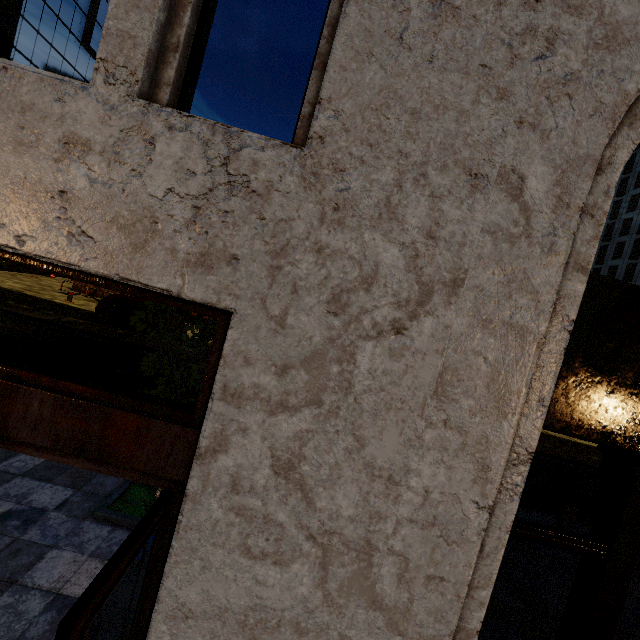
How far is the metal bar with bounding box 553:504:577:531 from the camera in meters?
7.2

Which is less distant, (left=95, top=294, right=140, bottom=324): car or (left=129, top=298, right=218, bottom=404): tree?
(left=129, top=298, right=218, bottom=404): tree

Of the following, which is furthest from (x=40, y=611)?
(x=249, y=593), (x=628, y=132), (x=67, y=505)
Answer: (x=628, y=132)

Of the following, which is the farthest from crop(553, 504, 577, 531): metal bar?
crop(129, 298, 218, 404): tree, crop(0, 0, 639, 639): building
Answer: crop(0, 0, 639, 639): building

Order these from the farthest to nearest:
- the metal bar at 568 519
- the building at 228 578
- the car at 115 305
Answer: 1. the car at 115 305
2. the metal bar at 568 519
3. the building at 228 578

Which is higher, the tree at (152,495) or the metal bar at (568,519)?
the metal bar at (568,519)

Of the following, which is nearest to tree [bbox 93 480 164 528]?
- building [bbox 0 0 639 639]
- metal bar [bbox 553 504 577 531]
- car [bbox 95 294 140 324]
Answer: building [bbox 0 0 639 639]

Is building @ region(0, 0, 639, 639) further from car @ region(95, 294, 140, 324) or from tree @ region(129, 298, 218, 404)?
car @ region(95, 294, 140, 324)
